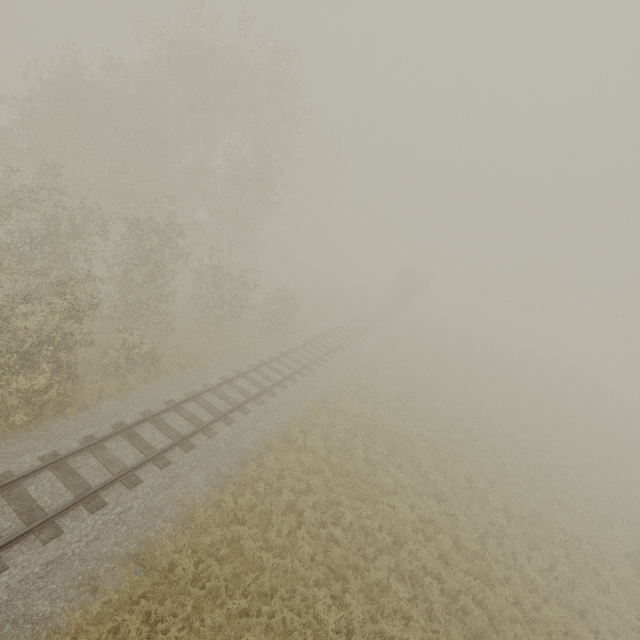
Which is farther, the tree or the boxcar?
the tree

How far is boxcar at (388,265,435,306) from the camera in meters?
41.1 m

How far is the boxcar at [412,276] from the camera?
41.12m

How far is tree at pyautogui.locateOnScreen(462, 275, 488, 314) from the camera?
57.0 meters

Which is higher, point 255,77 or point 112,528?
point 255,77

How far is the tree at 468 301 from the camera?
57.03m
